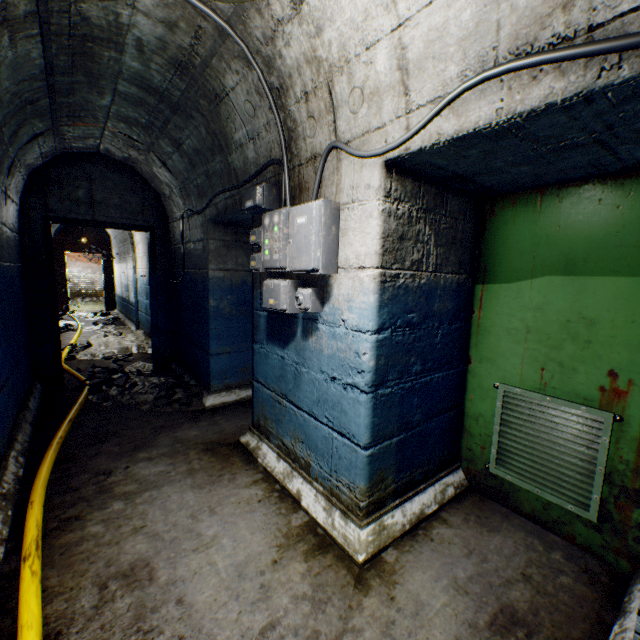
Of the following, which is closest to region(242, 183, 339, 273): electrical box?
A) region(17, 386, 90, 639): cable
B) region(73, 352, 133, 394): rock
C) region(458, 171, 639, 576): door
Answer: region(458, 171, 639, 576): door

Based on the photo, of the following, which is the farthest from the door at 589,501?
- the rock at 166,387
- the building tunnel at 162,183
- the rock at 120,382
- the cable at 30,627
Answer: the rock at 120,382

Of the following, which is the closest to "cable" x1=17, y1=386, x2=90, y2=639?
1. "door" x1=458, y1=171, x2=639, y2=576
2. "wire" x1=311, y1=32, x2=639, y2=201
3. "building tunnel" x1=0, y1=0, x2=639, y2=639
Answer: "building tunnel" x1=0, y1=0, x2=639, y2=639

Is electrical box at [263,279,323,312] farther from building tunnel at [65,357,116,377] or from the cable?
the cable

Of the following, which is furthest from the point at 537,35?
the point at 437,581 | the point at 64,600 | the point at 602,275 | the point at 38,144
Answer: the point at 38,144

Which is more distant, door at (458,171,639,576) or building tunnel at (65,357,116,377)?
building tunnel at (65,357,116,377)

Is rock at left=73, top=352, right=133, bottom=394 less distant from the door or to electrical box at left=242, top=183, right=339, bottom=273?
electrical box at left=242, top=183, right=339, bottom=273

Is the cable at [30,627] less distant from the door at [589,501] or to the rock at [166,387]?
the rock at [166,387]
